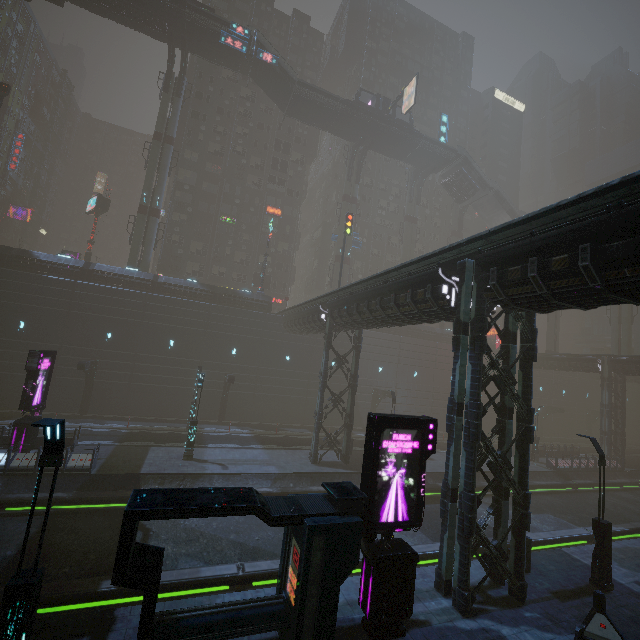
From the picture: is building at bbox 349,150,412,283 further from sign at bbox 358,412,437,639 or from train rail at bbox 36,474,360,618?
sign at bbox 358,412,437,639

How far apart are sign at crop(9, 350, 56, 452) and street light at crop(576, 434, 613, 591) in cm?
2670

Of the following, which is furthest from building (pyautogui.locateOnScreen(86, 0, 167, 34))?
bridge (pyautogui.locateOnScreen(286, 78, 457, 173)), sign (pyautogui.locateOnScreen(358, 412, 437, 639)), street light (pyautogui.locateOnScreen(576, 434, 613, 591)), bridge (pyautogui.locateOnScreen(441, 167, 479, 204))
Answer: street light (pyautogui.locateOnScreen(576, 434, 613, 591))

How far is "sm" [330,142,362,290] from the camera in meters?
44.3

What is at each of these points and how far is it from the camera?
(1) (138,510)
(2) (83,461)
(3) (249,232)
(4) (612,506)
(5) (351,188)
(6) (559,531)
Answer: (1) building, 6.93m
(2) building, 17.38m
(3) building, 47.28m
(4) train rail, 25.42m
(5) sm, 46.78m
(6) train rail, 18.03m

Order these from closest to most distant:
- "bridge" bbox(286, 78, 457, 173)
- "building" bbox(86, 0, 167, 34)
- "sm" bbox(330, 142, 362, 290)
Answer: "building" bbox(86, 0, 167, 34) < "bridge" bbox(286, 78, 457, 173) < "sm" bbox(330, 142, 362, 290)

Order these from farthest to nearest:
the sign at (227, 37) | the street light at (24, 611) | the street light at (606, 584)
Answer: the sign at (227, 37), the street light at (606, 584), the street light at (24, 611)

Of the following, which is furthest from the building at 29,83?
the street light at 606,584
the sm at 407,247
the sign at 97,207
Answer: the sign at 97,207
